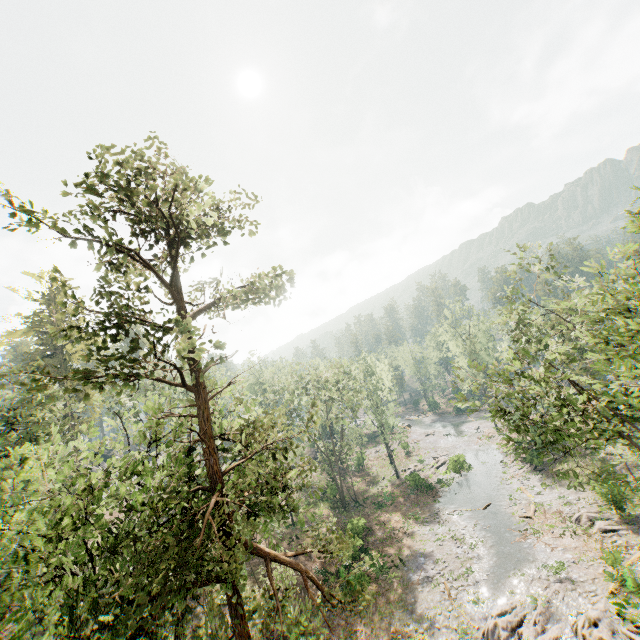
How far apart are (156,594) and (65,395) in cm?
637

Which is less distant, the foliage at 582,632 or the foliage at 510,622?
the foliage at 582,632

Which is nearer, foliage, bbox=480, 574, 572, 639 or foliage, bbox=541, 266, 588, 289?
foliage, bbox=541, 266, 588, 289

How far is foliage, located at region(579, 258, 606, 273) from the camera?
16.2 meters

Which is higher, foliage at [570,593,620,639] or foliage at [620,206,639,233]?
foliage at [620,206,639,233]

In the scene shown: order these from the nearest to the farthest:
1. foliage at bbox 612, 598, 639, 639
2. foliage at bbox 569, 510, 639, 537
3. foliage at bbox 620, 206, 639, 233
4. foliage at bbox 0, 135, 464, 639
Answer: foliage at bbox 0, 135, 464, 639 → foliage at bbox 620, 206, 639, 233 → foliage at bbox 612, 598, 639, 639 → foliage at bbox 569, 510, 639, 537

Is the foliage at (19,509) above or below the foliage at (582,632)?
above
